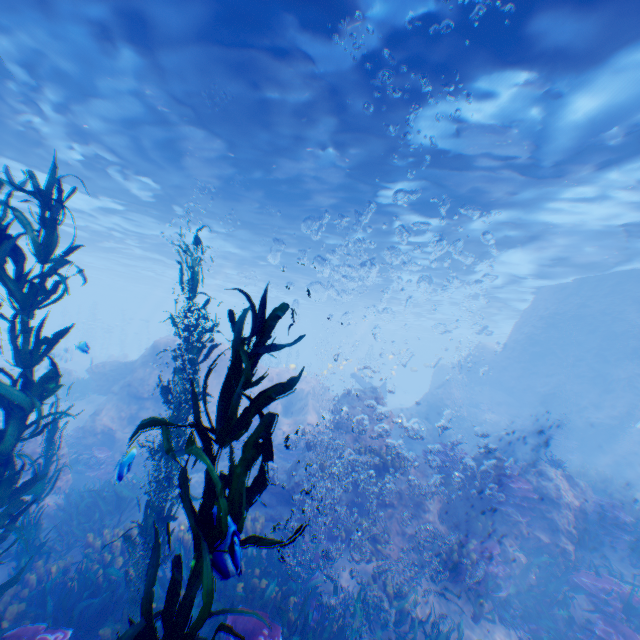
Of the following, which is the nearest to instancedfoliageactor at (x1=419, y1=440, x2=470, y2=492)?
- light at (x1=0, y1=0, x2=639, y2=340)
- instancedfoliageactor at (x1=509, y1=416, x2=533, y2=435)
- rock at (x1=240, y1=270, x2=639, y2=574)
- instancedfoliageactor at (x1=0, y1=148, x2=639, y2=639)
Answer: rock at (x1=240, y1=270, x2=639, y2=574)

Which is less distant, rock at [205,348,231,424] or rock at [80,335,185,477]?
rock at [80,335,185,477]

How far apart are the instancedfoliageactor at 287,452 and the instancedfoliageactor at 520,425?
14.0m

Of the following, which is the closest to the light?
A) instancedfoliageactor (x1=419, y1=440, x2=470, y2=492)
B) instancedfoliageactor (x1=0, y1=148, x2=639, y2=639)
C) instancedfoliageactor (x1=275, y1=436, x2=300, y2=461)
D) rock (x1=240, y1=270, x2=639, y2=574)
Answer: rock (x1=240, y1=270, x2=639, y2=574)

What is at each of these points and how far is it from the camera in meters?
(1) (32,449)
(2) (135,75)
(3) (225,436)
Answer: (1) rock, 10.4 m
(2) light, 9.1 m
(3) instancedfoliageactor, 2.2 m

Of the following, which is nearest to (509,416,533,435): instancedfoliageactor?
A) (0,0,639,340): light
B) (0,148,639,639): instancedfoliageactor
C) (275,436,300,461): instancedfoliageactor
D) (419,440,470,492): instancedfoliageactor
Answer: (0,148,639,639): instancedfoliageactor

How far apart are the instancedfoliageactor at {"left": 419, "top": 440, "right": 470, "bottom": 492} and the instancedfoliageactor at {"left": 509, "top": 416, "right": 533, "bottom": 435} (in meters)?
12.37

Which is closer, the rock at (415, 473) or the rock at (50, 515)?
the rock at (415, 473)
